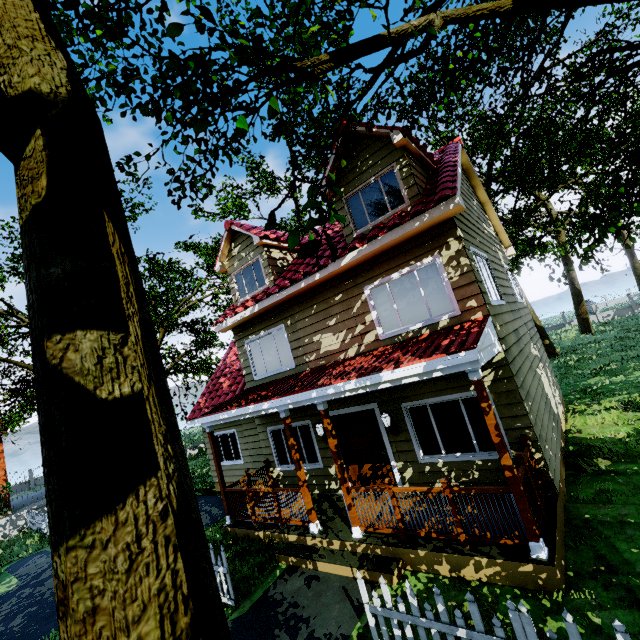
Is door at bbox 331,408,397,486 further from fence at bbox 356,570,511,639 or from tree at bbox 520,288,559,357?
tree at bbox 520,288,559,357

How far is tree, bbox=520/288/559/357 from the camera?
22.5 meters

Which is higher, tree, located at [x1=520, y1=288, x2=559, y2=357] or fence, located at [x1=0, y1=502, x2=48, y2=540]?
tree, located at [x1=520, y1=288, x2=559, y2=357]

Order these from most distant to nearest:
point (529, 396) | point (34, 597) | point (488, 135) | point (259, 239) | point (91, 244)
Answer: point (488, 135)
point (259, 239)
point (34, 597)
point (529, 396)
point (91, 244)

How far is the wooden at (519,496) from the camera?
4.6 meters

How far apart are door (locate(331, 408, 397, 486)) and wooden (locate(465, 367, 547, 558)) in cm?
346

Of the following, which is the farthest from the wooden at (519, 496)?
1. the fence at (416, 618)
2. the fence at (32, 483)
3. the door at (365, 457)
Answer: the fence at (32, 483)

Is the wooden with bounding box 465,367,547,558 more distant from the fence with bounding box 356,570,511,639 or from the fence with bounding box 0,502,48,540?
the fence with bounding box 0,502,48,540
